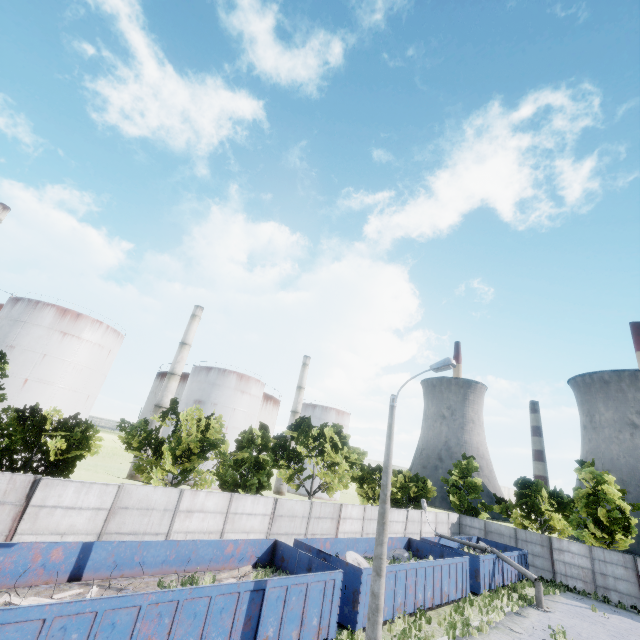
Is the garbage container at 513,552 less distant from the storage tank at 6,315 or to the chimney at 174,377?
the chimney at 174,377

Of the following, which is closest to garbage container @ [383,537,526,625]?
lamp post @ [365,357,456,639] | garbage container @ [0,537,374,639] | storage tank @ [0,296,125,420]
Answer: garbage container @ [0,537,374,639]

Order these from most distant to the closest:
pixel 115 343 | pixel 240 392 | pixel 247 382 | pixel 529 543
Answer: pixel 247 382 → pixel 240 392 → pixel 115 343 → pixel 529 543

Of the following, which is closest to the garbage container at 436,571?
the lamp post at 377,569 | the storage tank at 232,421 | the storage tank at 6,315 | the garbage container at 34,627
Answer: the garbage container at 34,627

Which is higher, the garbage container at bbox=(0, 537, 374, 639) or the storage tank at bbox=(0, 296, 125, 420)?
the storage tank at bbox=(0, 296, 125, 420)

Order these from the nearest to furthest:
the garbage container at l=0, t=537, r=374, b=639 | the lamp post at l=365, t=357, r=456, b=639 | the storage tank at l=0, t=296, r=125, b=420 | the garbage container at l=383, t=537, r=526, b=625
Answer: the garbage container at l=0, t=537, r=374, b=639 → the lamp post at l=365, t=357, r=456, b=639 → the garbage container at l=383, t=537, r=526, b=625 → the storage tank at l=0, t=296, r=125, b=420

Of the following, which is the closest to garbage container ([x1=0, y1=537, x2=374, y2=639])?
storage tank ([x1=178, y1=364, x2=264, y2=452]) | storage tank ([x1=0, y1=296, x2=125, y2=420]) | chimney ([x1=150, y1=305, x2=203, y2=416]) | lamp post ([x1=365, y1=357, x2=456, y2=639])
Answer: lamp post ([x1=365, y1=357, x2=456, y2=639])

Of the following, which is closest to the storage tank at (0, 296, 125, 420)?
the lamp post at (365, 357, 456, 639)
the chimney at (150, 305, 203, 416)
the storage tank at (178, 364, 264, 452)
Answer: the chimney at (150, 305, 203, 416)
